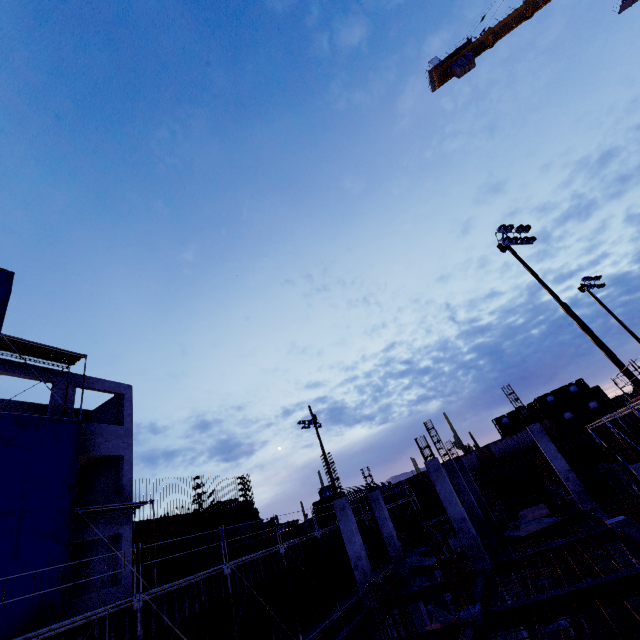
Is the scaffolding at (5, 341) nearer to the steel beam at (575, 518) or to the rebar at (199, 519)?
the rebar at (199, 519)

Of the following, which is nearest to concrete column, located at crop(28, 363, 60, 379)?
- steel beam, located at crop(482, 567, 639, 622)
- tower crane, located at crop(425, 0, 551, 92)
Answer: steel beam, located at crop(482, 567, 639, 622)

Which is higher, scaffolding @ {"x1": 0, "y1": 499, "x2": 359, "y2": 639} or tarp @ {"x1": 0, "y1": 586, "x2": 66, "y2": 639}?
tarp @ {"x1": 0, "y1": 586, "x2": 66, "y2": 639}

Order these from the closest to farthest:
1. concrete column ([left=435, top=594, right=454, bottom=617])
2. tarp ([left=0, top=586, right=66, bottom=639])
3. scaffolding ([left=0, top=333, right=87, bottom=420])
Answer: tarp ([left=0, top=586, right=66, bottom=639]) < scaffolding ([left=0, top=333, right=87, bottom=420]) < concrete column ([left=435, top=594, right=454, bottom=617])

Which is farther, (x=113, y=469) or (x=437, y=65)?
(x=437, y=65)

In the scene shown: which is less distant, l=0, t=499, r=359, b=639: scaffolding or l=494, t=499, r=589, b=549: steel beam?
l=0, t=499, r=359, b=639: scaffolding

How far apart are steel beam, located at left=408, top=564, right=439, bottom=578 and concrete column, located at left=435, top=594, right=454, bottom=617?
4.54m

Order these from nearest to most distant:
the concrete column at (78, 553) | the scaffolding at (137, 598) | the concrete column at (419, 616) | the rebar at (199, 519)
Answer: the scaffolding at (137, 598) → the concrete column at (78, 553) → the concrete column at (419, 616) → the rebar at (199, 519)
